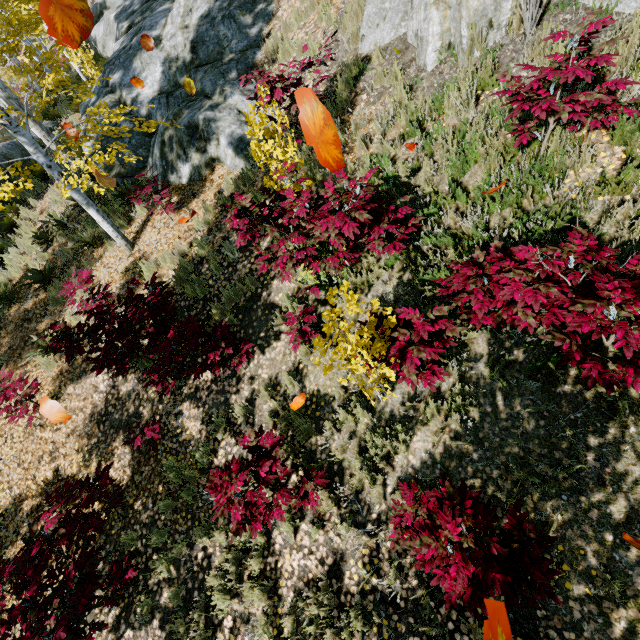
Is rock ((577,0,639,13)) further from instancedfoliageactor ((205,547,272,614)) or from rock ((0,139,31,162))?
rock ((0,139,31,162))

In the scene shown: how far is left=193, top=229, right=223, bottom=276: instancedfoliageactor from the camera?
6.1 meters

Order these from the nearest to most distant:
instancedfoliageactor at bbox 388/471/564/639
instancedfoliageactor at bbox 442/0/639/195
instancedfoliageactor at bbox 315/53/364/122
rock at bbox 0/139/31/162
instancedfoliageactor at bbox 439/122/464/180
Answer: instancedfoliageactor at bbox 388/471/564/639 < instancedfoliageactor at bbox 442/0/639/195 < instancedfoliageactor at bbox 439/122/464/180 < instancedfoliageactor at bbox 315/53/364/122 < rock at bbox 0/139/31/162

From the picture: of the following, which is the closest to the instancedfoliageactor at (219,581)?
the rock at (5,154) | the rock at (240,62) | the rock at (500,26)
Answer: the rock at (5,154)

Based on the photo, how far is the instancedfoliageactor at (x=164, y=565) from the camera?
4.4 meters

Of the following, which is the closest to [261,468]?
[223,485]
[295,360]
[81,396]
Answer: [223,485]

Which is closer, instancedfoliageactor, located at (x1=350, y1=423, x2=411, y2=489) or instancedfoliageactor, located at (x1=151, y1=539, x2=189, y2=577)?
instancedfoliageactor, located at (x1=350, y1=423, x2=411, y2=489)
